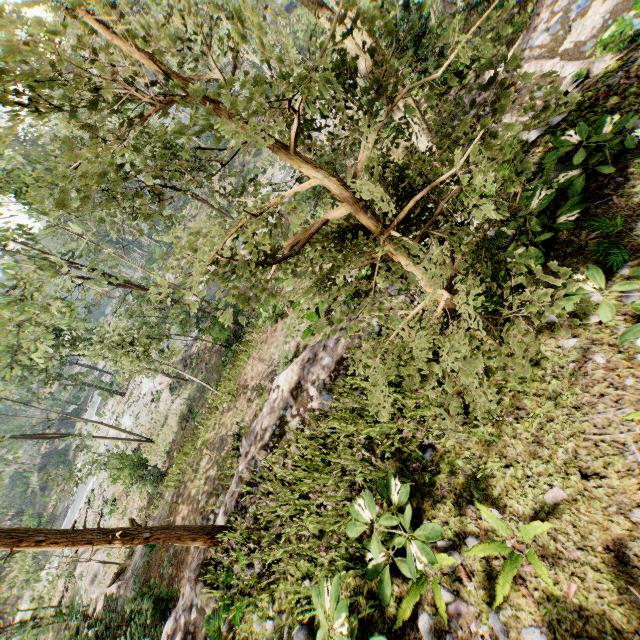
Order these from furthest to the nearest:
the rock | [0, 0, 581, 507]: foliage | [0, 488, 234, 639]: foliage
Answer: the rock < [0, 488, 234, 639]: foliage < [0, 0, 581, 507]: foliage

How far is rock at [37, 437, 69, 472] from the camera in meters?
51.3

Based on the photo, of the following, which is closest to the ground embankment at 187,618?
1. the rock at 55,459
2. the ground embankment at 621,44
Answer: the ground embankment at 621,44

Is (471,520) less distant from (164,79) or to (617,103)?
(164,79)

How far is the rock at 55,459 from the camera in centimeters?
5135cm

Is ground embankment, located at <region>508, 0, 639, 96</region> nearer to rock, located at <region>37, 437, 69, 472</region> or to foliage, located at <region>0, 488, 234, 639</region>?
foliage, located at <region>0, 488, 234, 639</region>

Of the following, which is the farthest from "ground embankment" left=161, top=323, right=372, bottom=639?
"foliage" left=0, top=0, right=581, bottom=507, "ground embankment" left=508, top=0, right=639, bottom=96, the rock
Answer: the rock
